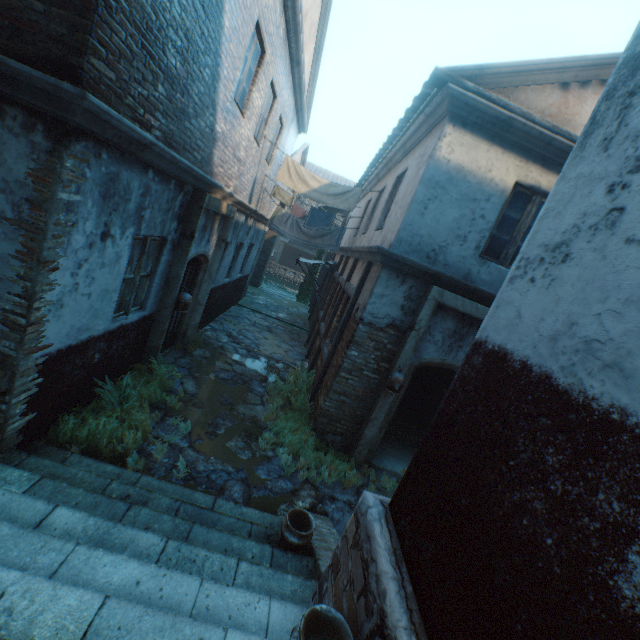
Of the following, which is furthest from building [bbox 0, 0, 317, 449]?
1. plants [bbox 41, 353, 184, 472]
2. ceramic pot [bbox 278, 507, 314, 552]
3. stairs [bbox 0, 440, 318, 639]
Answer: plants [bbox 41, 353, 184, 472]

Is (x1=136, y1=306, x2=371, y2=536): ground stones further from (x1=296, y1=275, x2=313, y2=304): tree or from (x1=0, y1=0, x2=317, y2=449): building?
(x1=296, y1=275, x2=313, y2=304): tree

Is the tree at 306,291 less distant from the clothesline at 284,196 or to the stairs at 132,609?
the clothesline at 284,196

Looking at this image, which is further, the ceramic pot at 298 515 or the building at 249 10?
the ceramic pot at 298 515

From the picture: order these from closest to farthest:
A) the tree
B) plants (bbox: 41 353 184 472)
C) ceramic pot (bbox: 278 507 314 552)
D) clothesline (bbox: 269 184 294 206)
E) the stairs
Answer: the stairs → ceramic pot (bbox: 278 507 314 552) → plants (bbox: 41 353 184 472) → clothesline (bbox: 269 184 294 206) → the tree

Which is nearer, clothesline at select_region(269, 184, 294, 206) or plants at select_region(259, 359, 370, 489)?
plants at select_region(259, 359, 370, 489)

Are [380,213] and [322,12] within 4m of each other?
no

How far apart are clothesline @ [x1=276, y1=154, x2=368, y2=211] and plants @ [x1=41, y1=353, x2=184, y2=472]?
5.56m
